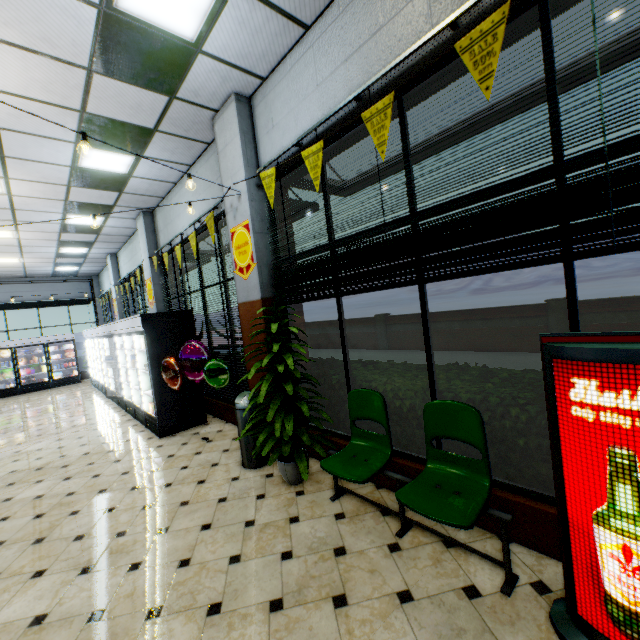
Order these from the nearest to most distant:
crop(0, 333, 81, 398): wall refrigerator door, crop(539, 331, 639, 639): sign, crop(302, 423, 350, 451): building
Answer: crop(539, 331, 639, 639): sign < crop(302, 423, 350, 451): building < crop(0, 333, 81, 398): wall refrigerator door

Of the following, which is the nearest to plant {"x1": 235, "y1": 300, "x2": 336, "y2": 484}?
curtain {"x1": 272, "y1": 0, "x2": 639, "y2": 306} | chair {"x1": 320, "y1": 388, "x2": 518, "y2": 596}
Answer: chair {"x1": 320, "y1": 388, "x2": 518, "y2": 596}

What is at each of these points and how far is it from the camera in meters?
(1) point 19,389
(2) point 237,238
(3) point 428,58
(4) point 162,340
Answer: (1) wall refrigerator door, 13.2 m
(2) sign, 4.7 m
(3) building, 2.6 m
(4) wall refrigerator, 6.0 m

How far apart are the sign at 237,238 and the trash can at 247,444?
1.62m

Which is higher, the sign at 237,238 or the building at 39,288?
the building at 39,288

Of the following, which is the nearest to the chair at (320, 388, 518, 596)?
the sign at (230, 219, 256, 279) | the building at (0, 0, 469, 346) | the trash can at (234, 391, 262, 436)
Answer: the building at (0, 0, 469, 346)

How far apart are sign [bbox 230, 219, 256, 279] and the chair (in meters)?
2.19

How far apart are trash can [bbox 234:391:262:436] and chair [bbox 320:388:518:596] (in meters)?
1.28
